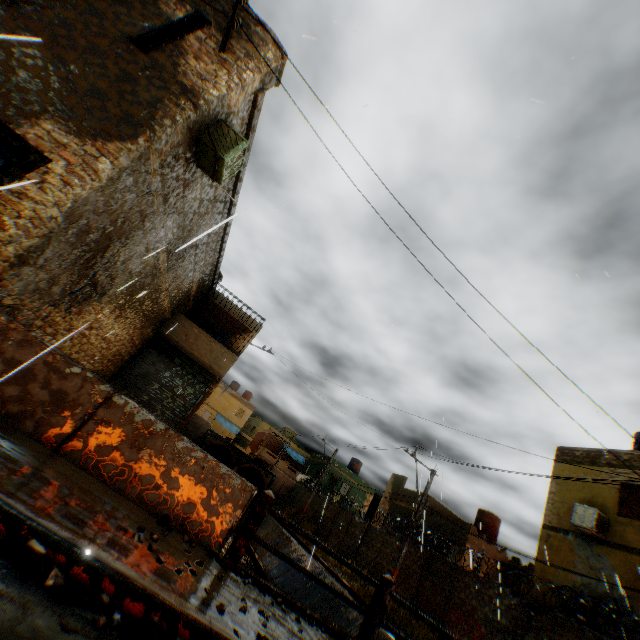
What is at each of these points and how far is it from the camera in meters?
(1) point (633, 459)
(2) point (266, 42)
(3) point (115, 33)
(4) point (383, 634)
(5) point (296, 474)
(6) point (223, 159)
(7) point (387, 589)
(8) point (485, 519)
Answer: (1) building, 13.6 m
(2) building, 7.2 m
(3) building, 5.8 m
(4) concrete channel, 11.9 m
(5) building, 47.0 m
(6) air conditioner, 6.6 m
(7) bridge, 4.9 m
(8) water tank, 23.6 m

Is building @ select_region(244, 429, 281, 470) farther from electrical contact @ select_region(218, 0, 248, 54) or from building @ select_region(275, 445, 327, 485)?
electrical contact @ select_region(218, 0, 248, 54)

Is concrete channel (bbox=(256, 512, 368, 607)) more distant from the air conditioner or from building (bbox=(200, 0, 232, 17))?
the air conditioner

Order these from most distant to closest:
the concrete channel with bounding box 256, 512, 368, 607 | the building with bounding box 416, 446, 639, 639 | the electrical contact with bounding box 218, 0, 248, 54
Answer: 1. the concrete channel with bounding box 256, 512, 368, 607
2. the building with bounding box 416, 446, 639, 639
3. the electrical contact with bounding box 218, 0, 248, 54

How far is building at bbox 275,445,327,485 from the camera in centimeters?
3922cm

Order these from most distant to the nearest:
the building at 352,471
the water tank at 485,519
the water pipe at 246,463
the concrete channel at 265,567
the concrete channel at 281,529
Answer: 1. the building at 352,471
2. the water pipe at 246,463
3. the water tank at 485,519
4. the concrete channel at 281,529
5. the concrete channel at 265,567

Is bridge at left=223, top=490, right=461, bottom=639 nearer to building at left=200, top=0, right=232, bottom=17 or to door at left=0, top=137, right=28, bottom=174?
building at left=200, top=0, right=232, bottom=17

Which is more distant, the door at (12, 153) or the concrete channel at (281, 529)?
the concrete channel at (281, 529)
